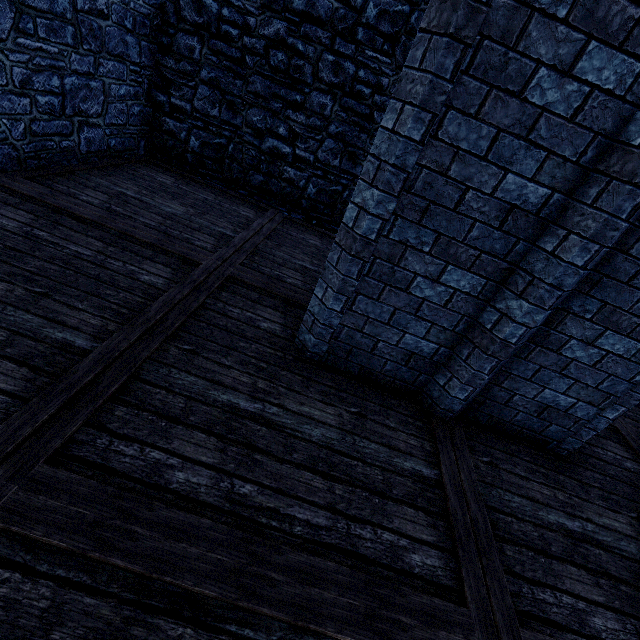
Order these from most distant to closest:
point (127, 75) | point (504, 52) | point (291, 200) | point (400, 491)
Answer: point (291, 200)
point (127, 75)
point (400, 491)
point (504, 52)
